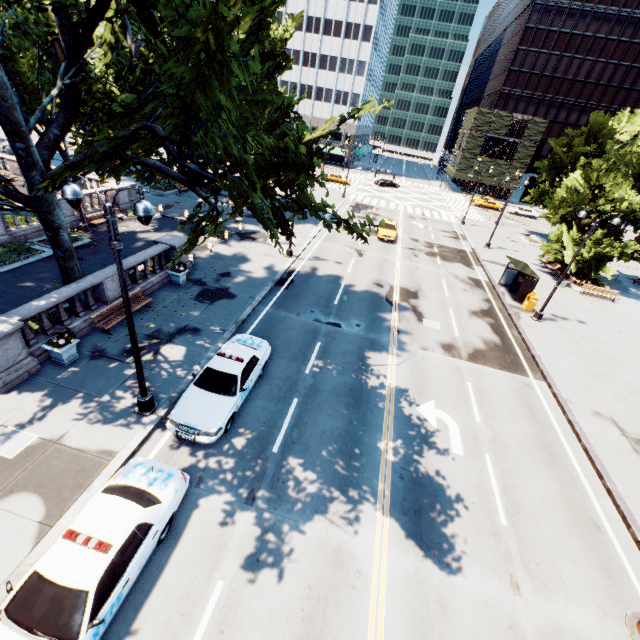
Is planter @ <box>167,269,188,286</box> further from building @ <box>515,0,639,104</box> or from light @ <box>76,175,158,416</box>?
building @ <box>515,0,639,104</box>

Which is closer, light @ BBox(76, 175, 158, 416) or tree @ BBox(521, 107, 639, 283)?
light @ BBox(76, 175, 158, 416)

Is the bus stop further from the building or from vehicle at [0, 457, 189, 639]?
the building

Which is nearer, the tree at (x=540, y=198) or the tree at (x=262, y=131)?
the tree at (x=262, y=131)

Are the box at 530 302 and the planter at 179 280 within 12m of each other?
no

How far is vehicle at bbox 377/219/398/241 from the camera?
31.83m

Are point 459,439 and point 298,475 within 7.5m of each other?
yes

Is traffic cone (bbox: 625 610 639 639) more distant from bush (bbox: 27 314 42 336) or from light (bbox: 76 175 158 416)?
bush (bbox: 27 314 42 336)
